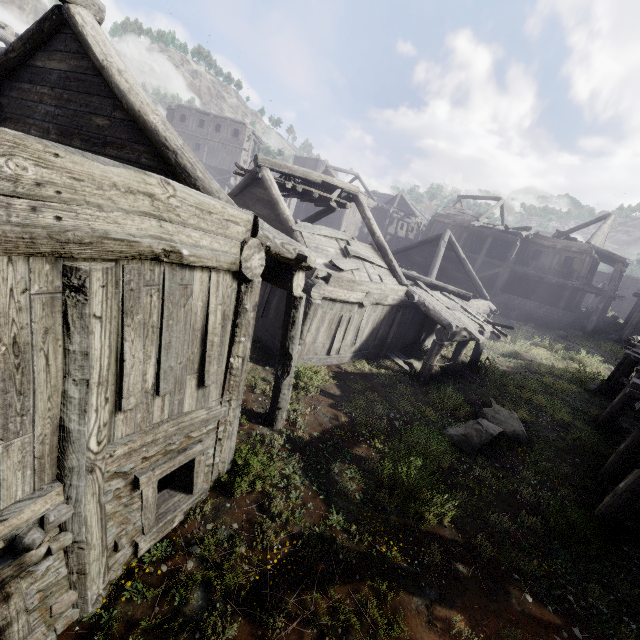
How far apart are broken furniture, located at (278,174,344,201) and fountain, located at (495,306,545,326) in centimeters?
1886cm

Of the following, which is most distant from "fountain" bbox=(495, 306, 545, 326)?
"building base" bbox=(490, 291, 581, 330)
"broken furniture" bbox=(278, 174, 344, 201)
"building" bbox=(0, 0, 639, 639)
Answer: "broken furniture" bbox=(278, 174, 344, 201)

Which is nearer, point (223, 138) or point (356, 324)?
point (356, 324)

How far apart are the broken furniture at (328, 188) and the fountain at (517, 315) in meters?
18.9

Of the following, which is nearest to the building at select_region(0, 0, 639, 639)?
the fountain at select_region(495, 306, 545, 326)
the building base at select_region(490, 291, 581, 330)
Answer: the building base at select_region(490, 291, 581, 330)

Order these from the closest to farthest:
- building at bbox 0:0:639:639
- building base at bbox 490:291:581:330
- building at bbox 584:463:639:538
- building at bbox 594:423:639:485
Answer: building at bbox 0:0:639:639
building at bbox 584:463:639:538
building at bbox 594:423:639:485
building base at bbox 490:291:581:330

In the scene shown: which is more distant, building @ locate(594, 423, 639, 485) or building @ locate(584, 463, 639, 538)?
building @ locate(594, 423, 639, 485)

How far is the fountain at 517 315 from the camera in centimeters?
2477cm
